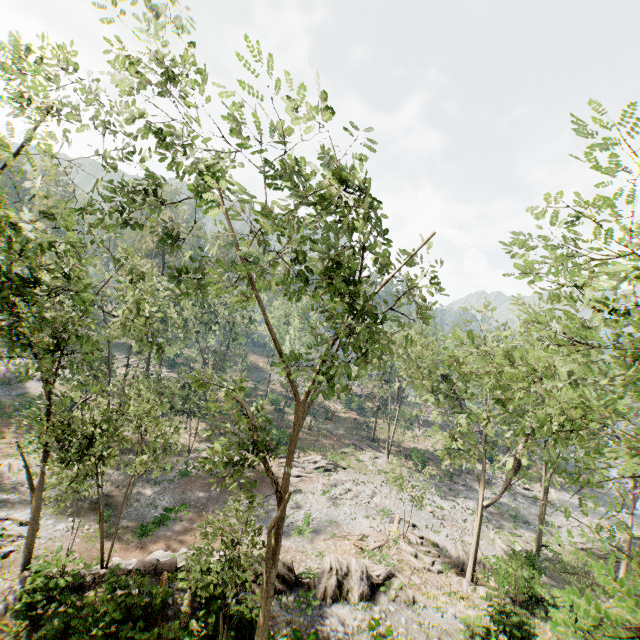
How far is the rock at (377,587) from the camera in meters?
16.9 m

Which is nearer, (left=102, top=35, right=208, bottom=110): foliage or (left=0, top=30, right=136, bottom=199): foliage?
(left=102, top=35, right=208, bottom=110): foliage

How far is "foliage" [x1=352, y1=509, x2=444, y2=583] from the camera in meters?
23.1

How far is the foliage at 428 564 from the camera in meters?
23.1 m

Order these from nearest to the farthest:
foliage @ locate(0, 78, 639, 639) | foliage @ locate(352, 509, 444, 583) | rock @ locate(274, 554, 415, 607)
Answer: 1. foliage @ locate(0, 78, 639, 639)
2. rock @ locate(274, 554, 415, 607)
3. foliage @ locate(352, 509, 444, 583)

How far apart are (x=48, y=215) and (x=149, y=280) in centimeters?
682cm

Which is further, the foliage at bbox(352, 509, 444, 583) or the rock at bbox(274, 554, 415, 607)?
the foliage at bbox(352, 509, 444, 583)
